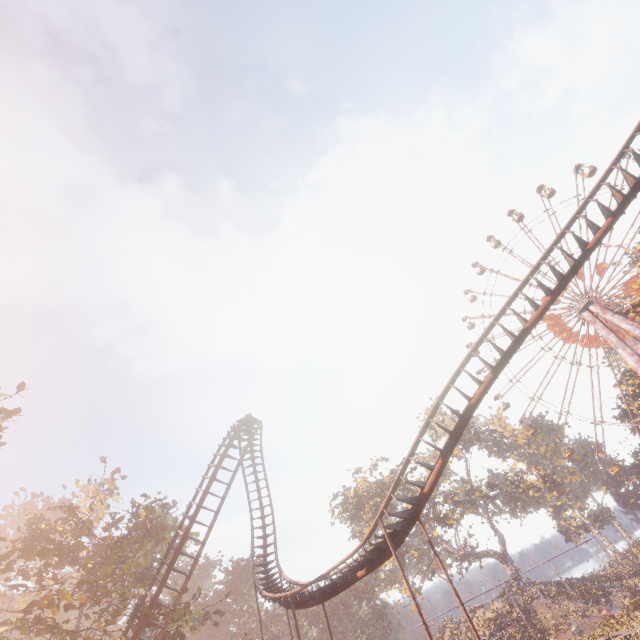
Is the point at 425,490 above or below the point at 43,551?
below

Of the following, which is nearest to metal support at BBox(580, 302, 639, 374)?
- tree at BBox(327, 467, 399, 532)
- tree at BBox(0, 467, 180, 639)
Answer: tree at BBox(327, 467, 399, 532)

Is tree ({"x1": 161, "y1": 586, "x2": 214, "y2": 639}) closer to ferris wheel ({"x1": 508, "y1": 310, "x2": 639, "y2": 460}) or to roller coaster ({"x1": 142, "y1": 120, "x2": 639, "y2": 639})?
roller coaster ({"x1": 142, "y1": 120, "x2": 639, "y2": 639})

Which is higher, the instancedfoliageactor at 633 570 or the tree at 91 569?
the tree at 91 569

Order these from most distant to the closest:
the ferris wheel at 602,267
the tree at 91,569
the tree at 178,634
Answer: the ferris wheel at 602,267 < the tree at 178,634 < the tree at 91,569

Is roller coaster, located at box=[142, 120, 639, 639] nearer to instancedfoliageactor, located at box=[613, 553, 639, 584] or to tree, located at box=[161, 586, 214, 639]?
tree, located at box=[161, 586, 214, 639]

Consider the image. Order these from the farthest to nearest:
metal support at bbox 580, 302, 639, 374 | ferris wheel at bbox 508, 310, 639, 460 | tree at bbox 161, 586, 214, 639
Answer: ferris wheel at bbox 508, 310, 639, 460 < metal support at bbox 580, 302, 639, 374 < tree at bbox 161, 586, 214, 639

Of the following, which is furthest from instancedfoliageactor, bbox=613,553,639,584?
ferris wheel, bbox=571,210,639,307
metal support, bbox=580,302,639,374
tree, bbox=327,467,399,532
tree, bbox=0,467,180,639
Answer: tree, bbox=0,467,180,639
